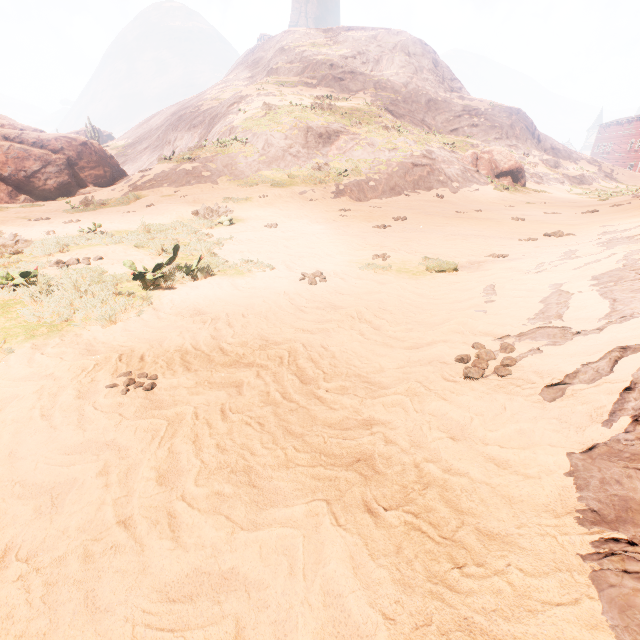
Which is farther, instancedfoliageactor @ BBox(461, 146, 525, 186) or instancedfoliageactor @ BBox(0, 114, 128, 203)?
instancedfoliageactor @ BBox(461, 146, 525, 186)

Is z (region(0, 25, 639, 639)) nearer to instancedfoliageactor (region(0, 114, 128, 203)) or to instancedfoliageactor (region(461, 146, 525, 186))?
instancedfoliageactor (region(461, 146, 525, 186))

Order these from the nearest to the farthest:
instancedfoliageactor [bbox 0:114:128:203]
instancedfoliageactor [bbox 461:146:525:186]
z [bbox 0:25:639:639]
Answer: z [bbox 0:25:639:639] < instancedfoliageactor [bbox 0:114:128:203] < instancedfoliageactor [bbox 461:146:525:186]

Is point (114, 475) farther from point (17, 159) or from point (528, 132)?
point (528, 132)

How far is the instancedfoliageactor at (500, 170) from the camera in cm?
2500

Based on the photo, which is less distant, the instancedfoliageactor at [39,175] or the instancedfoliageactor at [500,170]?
the instancedfoliageactor at [39,175]
